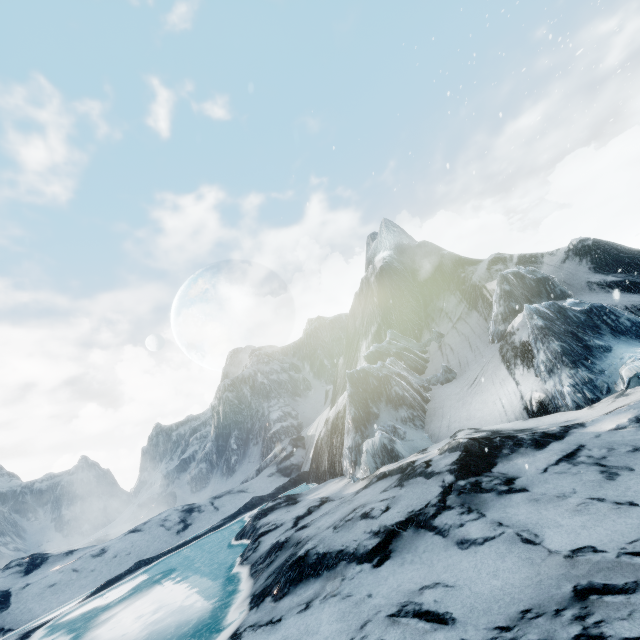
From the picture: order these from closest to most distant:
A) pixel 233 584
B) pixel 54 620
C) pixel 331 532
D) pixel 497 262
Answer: pixel 331 532
pixel 233 584
pixel 54 620
pixel 497 262
